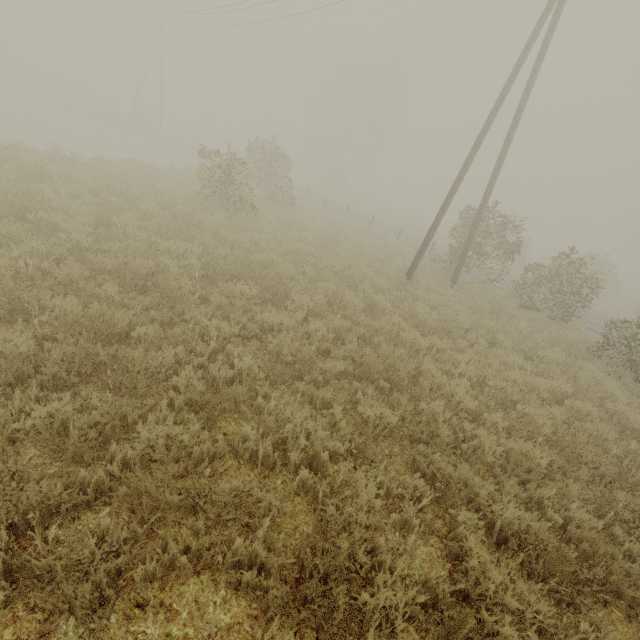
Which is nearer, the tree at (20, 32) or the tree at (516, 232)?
the tree at (516, 232)

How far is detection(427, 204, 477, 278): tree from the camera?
14.3 meters

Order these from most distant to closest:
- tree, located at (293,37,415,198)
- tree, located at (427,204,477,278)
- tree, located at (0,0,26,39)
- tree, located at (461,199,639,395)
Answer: tree, located at (0,0,26,39) → tree, located at (293,37,415,198) → tree, located at (427,204,477,278) → tree, located at (461,199,639,395)

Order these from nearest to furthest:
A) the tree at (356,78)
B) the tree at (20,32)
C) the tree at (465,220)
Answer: the tree at (465,220), the tree at (356,78), the tree at (20,32)

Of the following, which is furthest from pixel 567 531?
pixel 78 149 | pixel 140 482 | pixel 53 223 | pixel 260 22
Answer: pixel 260 22

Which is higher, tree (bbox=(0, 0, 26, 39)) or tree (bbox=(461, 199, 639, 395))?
tree (bbox=(0, 0, 26, 39))

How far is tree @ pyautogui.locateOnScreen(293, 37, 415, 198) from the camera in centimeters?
4206cm

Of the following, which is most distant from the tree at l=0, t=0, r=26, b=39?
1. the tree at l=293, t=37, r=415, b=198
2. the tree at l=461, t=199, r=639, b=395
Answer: the tree at l=461, t=199, r=639, b=395
